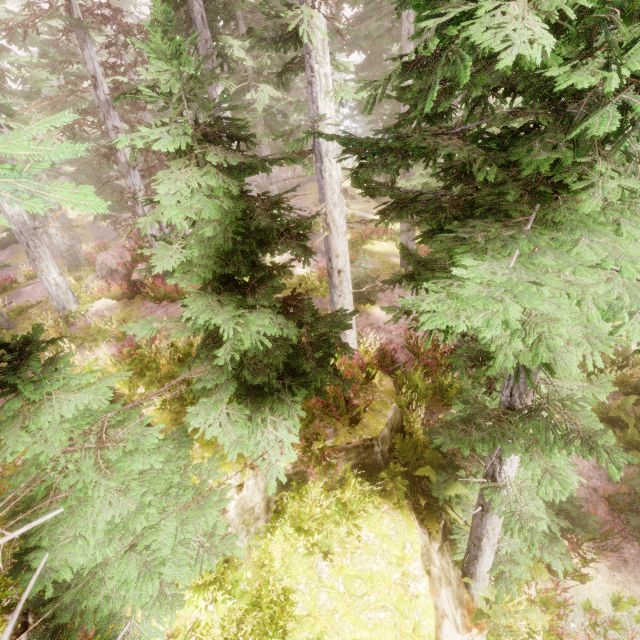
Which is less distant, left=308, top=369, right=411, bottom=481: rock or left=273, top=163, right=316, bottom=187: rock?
left=308, top=369, right=411, bottom=481: rock

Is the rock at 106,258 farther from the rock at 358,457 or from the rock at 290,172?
the rock at 290,172

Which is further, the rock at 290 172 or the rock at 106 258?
the rock at 290 172

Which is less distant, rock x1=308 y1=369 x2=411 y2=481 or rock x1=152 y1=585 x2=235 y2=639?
rock x1=152 y1=585 x2=235 y2=639

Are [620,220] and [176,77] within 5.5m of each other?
yes

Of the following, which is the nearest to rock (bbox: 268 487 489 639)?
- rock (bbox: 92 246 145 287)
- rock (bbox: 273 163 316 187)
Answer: rock (bbox: 92 246 145 287)

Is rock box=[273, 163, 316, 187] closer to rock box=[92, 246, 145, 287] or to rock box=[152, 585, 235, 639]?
rock box=[92, 246, 145, 287]

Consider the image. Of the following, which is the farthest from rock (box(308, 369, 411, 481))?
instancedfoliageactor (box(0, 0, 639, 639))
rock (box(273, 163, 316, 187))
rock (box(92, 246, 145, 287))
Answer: rock (box(273, 163, 316, 187))
